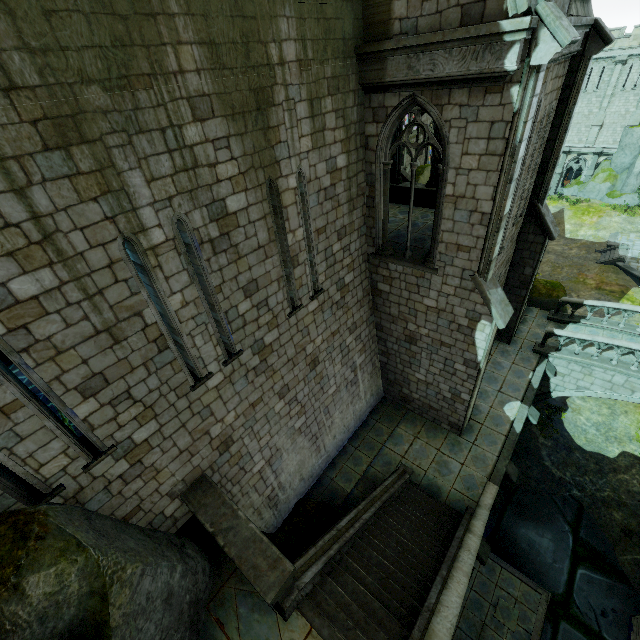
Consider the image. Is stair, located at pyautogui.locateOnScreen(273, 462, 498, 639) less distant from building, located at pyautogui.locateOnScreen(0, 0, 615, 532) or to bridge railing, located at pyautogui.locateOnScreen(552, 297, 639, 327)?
building, located at pyautogui.locateOnScreen(0, 0, 615, 532)

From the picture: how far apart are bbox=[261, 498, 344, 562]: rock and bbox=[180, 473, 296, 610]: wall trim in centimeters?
148cm

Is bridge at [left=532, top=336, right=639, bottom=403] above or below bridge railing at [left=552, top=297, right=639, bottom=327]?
below

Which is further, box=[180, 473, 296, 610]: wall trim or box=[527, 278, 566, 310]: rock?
box=[527, 278, 566, 310]: rock

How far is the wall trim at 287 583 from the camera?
6.26m

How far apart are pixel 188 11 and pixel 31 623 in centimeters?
875cm

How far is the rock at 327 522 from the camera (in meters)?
9.24

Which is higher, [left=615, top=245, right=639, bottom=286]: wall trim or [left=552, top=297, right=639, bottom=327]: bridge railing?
[left=552, top=297, right=639, bottom=327]: bridge railing
